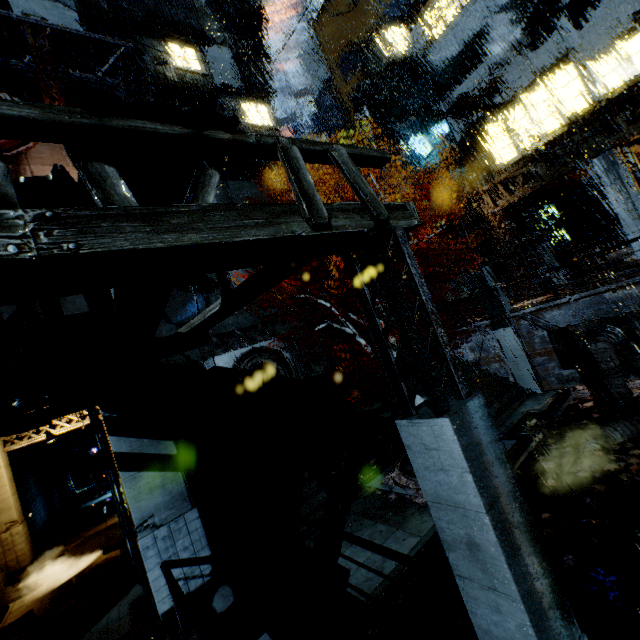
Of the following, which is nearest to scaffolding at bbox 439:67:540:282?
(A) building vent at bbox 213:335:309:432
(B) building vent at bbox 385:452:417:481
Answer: (B) building vent at bbox 385:452:417:481

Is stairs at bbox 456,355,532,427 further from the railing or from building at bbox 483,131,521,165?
the railing

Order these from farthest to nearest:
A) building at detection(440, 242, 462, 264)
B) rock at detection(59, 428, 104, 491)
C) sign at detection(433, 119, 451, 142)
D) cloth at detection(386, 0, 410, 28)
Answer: rock at detection(59, 428, 104, 491) → building at detection(440, 242, 462, 264) → sign at detection(433, 119, 451, 142) → cloth at detection(386, 0, 410, 28)

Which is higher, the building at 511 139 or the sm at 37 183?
the building at 511 139

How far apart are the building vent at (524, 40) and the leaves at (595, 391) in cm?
2069

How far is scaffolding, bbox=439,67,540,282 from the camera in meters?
19.1 m

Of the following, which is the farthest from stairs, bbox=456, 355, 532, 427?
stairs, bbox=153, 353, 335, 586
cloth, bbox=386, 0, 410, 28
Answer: cloth, bbox=386, 0, 410, 28

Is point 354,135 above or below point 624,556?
above
